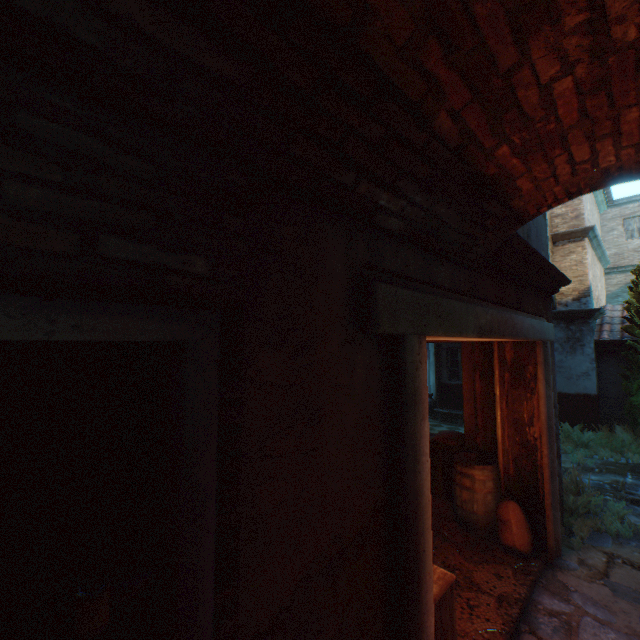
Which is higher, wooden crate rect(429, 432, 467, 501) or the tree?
the tree

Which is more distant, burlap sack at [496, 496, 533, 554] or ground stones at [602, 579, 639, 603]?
burlap sack at [496, 496, 533, 554]

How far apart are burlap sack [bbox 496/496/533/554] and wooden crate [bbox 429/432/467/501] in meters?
1.0

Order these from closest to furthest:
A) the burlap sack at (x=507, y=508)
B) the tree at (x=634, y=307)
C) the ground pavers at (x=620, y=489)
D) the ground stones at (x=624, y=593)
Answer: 1. the ground stones at (x=624, y=593)
2. the burlap sack at (x=507, y=508)
3. the ground pavers at (x=620, y=489)
4. the tree at (x=634, y=307)

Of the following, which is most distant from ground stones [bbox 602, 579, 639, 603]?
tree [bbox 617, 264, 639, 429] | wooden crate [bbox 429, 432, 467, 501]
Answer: tree [bbox 617, 264, 639, 429]

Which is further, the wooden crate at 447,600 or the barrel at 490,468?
the barrel at 490,468

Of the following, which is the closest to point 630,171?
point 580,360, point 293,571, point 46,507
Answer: point 293,571
